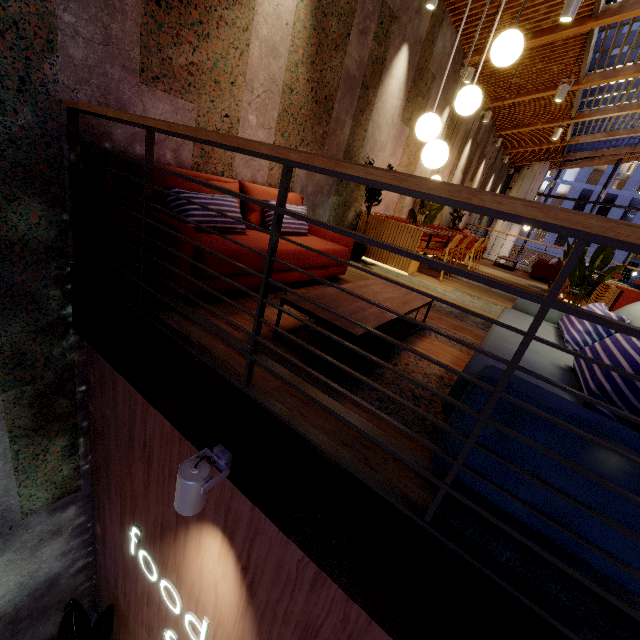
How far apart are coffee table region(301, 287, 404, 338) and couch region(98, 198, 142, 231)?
0.5 meters

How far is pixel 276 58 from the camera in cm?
326

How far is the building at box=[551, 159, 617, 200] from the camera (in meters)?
30.55

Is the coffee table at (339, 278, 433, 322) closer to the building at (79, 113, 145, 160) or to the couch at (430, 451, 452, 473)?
the building at (79, 113, 145, 160)

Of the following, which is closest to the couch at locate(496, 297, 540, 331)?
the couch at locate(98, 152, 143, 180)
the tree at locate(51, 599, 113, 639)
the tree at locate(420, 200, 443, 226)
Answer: the couch at locate(98, 152, 143, 180)

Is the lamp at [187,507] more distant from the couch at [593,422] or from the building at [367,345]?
the couch at [593,422]

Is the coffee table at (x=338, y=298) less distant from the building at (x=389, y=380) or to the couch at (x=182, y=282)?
the building at (x=389, y=380)
